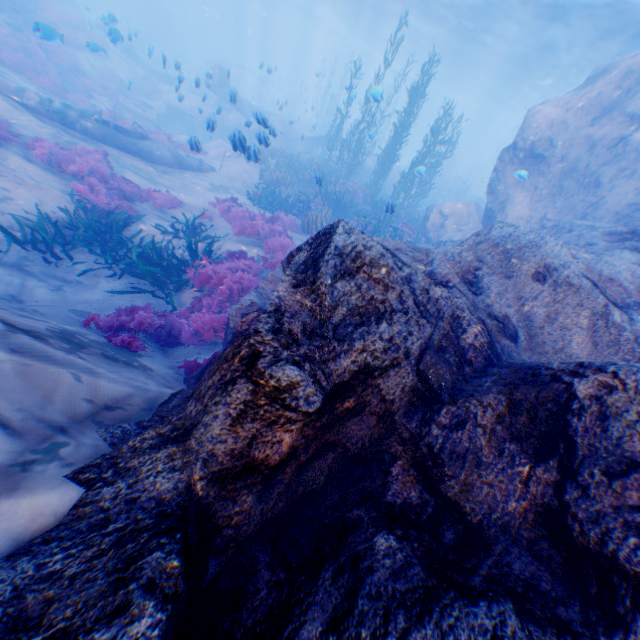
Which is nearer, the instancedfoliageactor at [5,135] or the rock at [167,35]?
the instancedfoliageactor at [5,135]

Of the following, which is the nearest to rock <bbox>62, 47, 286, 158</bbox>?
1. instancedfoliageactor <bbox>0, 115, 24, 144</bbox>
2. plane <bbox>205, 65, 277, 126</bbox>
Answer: plane <bbox>205, 65, 277, 126</bbox>

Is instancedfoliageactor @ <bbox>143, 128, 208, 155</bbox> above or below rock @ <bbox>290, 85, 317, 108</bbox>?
below

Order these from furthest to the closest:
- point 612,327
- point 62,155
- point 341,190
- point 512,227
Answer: point 341,190, point 62,155, point 512,227, point 612,327

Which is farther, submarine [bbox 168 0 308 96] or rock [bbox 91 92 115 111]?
submarine [bbox 168 0 308 96]

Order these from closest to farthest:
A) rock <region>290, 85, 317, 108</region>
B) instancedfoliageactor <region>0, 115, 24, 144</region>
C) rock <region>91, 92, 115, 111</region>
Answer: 1. instancedfoliageactor <region>0, 115, 24, 144</region>
2. rock <region>91, 92, 115, 111</region>
3. rock <region>290, 85, 317, 108</region>

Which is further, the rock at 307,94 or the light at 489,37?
the rock at 307,94
